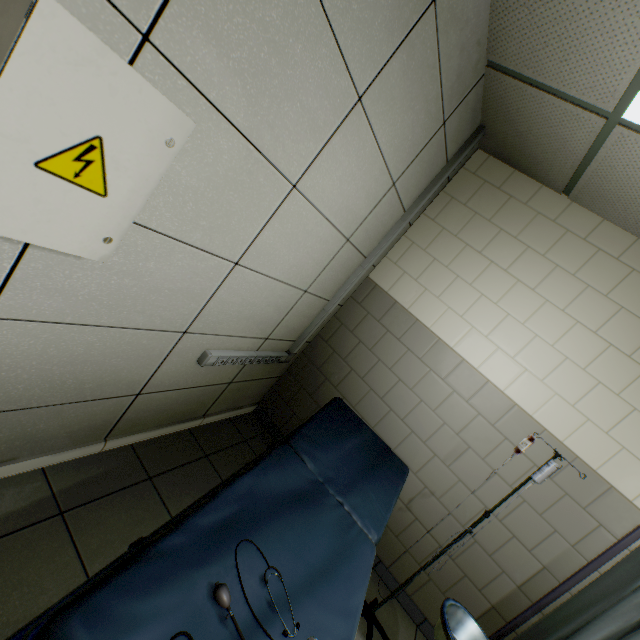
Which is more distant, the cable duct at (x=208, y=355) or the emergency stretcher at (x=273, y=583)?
the cable duct at (x=208, y=355)

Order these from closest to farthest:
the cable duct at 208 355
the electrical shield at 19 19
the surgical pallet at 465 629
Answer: the electrical shield at 19 19 → the surgical pallet at 465 629 → the cable duct at 208 355

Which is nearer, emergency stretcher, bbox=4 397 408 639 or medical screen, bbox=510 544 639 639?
emergency stretcher, bbox=4 397 408 639

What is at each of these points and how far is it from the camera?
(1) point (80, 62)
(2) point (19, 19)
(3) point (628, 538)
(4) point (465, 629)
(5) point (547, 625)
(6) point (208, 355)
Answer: (1) electrical shield door, 0.67m
(2) electrical shield, 0.60m
(3) medical screen, 1.97m
(4) surgical pallet, 1.77m
(5) medical screen, 2.00m
(6) cable duct, 2.01m

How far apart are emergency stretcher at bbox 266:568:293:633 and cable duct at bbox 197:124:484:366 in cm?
65

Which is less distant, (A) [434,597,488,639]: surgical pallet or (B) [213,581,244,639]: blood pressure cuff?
(B) [213,581,244,639]: blood pressure cuff

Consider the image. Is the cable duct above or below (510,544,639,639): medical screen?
below

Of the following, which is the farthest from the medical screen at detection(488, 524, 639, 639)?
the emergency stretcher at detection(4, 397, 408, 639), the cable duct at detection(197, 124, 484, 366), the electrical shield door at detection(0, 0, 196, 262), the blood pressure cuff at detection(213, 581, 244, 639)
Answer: the electrical shield door at detection(0, 0, 196, 262)
